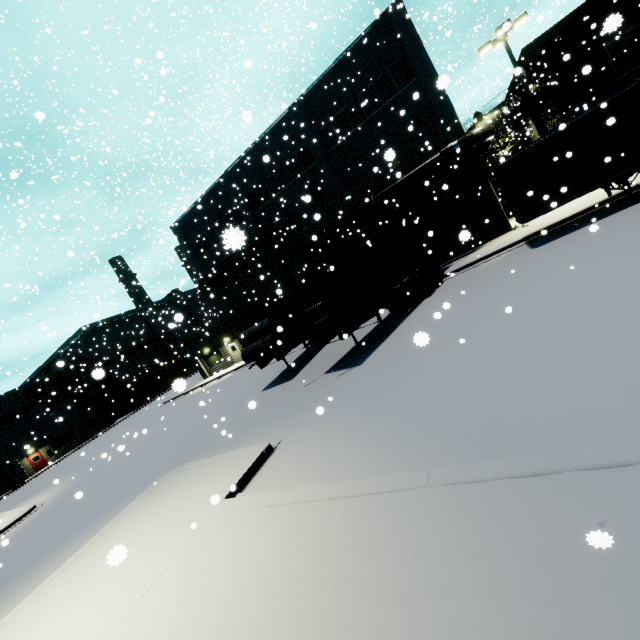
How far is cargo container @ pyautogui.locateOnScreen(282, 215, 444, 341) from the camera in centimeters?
1224cm

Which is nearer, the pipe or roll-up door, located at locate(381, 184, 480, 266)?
the pipe

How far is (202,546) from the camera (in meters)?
5.97

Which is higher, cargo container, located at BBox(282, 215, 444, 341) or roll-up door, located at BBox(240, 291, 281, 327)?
roll-up door, located at BBox(240, 291, 281, 327)

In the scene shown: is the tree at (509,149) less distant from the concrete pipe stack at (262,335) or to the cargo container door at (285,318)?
the concrete pipe stack at (262,335)

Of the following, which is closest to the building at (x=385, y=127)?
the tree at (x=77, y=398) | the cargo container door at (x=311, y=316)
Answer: the tree at (x=77, y=398)

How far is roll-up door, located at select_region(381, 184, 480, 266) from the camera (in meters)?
20.89
